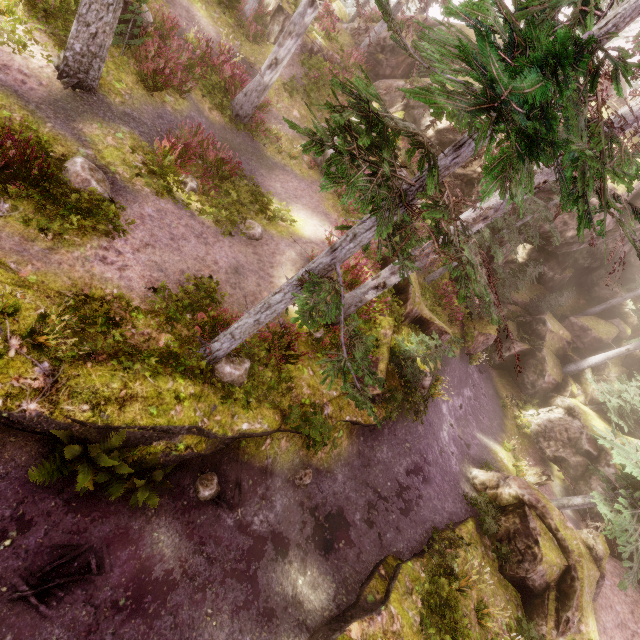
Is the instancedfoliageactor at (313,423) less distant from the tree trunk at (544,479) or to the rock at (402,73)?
the rock at (402,73)

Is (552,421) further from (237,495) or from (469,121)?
(469,121)

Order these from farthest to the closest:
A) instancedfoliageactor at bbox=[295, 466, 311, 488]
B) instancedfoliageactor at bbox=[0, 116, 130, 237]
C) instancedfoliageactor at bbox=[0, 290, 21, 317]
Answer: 1. instancedfoliageactor at bbox=[295, 466, 311, 488]
2. instancedfoliageactor at bbox=[0, 116, 130, 237]
3. instancedfoliageactor at bbox=[0, 290, 21, 317]

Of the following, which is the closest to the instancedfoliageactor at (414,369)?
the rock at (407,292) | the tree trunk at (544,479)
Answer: the rock at (407,292)

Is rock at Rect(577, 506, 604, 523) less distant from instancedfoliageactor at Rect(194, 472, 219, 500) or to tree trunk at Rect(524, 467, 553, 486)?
instancedfoliageactor at Rect(194, 472, 219, 500)

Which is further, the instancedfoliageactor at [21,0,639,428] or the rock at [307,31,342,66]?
the rock at [307,31,342,66]
